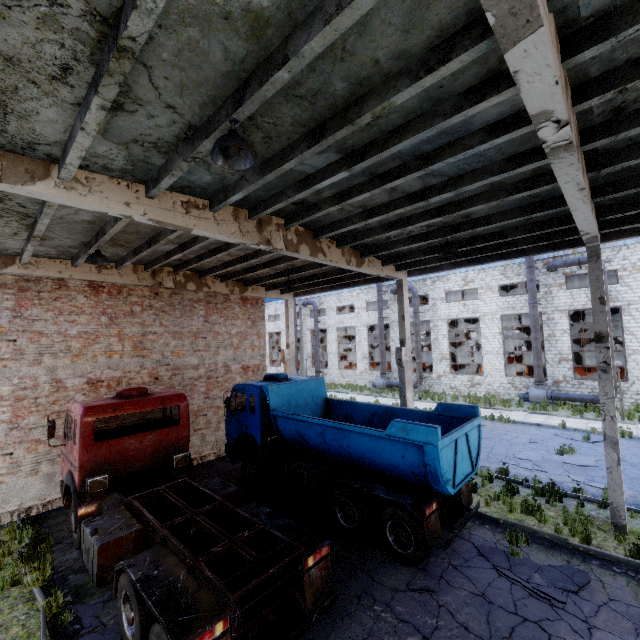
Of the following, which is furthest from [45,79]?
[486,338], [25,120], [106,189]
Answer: [486,338]

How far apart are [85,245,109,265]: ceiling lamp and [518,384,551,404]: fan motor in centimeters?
2715cm

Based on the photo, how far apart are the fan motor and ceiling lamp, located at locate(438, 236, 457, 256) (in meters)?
20.29

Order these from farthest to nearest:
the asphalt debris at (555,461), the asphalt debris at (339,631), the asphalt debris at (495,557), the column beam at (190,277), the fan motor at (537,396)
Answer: the fan motor at (537,396)
the asphalt debris at (555,461)
the column beam at (190,277)
the asphalt debris at (495,557)
the asphalt debris at (339,631)

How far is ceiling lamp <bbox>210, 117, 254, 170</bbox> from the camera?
3.75m

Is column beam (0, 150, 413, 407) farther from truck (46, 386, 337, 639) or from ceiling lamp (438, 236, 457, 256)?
ceiling lamp (438, 236, 457, 256)

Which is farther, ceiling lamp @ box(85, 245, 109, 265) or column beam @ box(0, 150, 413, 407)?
ceiling lamp @ box(85, 245, 109, 265)

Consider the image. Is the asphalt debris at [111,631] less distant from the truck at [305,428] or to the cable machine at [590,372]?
the truck at [305,428]
